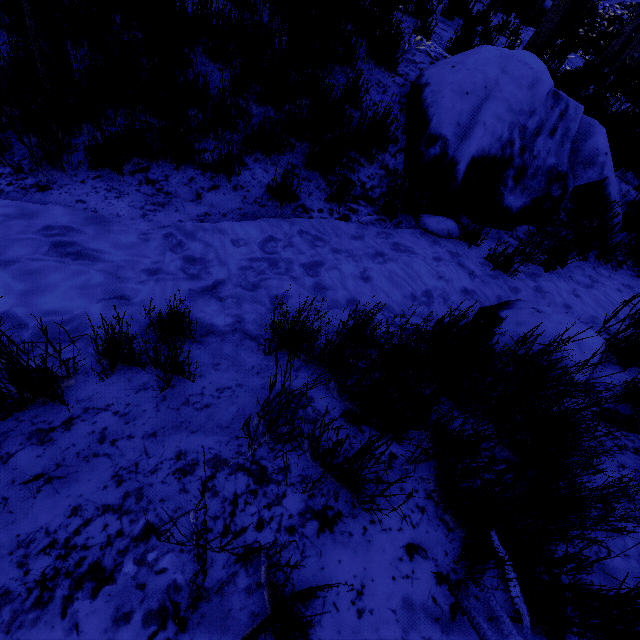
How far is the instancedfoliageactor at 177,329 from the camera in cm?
135

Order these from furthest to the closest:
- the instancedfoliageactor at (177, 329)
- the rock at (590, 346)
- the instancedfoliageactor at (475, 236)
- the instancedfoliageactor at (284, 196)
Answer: the instancedfoliageactor at (475, 236)
the instancedfoliageactor at (284, 196)
the rock at (590, 346)
the instancedfoliageactor at (177, 329)

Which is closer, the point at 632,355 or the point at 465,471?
the point at 465,471

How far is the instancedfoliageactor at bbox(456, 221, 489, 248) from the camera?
3.40m

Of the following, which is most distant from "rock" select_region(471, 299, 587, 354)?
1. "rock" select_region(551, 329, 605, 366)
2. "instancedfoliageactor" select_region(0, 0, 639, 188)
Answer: "rock" select_region(551, 329, 605, 366)

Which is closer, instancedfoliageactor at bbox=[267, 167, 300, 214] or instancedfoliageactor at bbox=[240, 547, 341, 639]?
instancedfoliageactor at bbox=[240, 547, 341, 639]

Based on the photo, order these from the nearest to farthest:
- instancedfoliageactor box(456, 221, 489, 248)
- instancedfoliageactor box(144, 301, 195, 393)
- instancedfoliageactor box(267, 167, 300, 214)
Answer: instancedfoliageactor box(144, 301, 195, 393), instancedfoliageactor box(267, 167, 300, 214), instancedfoliageactor box(456, 221, 489, 248)

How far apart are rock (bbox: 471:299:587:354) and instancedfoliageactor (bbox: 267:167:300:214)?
1.91m
